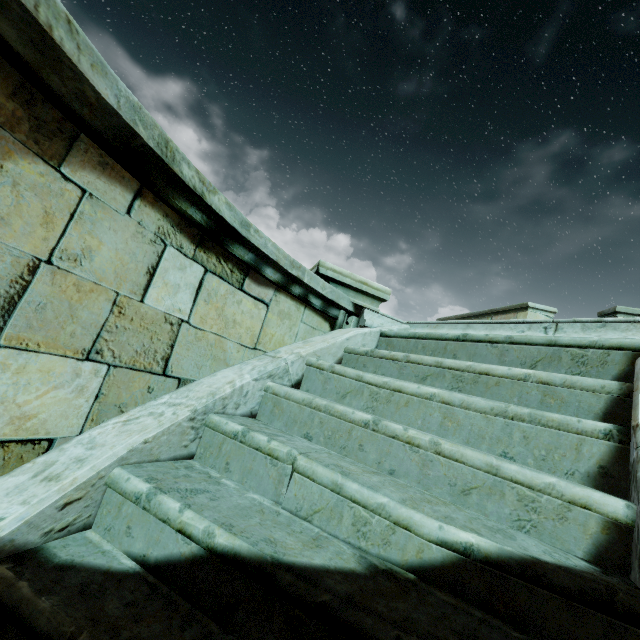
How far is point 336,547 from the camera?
1.32m

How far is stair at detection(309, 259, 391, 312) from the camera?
3.46m

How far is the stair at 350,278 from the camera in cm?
346
